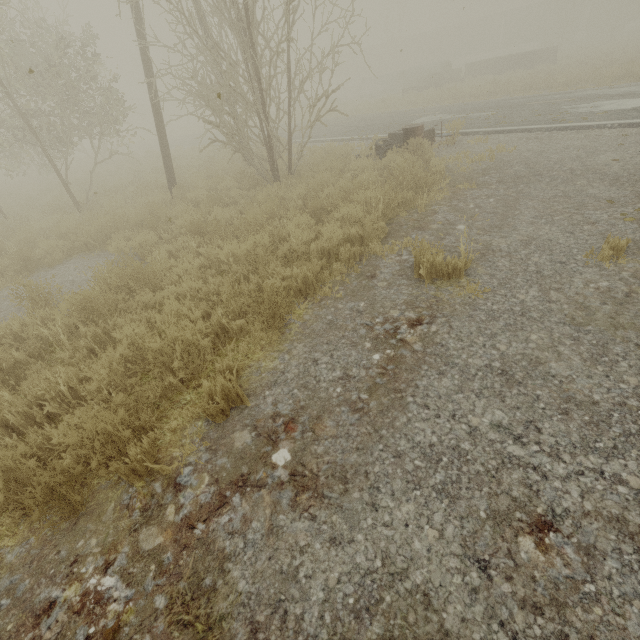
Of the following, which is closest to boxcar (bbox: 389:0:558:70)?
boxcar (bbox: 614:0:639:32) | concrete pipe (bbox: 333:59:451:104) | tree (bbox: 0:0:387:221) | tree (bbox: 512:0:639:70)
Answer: boxcar (bbox: 614:0:639:32)

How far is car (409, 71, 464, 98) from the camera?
20.90m

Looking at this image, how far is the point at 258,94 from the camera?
7.80m

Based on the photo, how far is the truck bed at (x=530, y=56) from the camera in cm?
2196

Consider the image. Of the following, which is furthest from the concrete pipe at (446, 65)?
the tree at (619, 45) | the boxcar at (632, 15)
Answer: the boxcar at (632, 15)

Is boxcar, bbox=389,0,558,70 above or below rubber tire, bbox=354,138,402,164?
above

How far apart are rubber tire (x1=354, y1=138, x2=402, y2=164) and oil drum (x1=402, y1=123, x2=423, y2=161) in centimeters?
2cm

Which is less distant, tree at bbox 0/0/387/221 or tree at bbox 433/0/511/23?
tree at bbox 0/0/387/221
